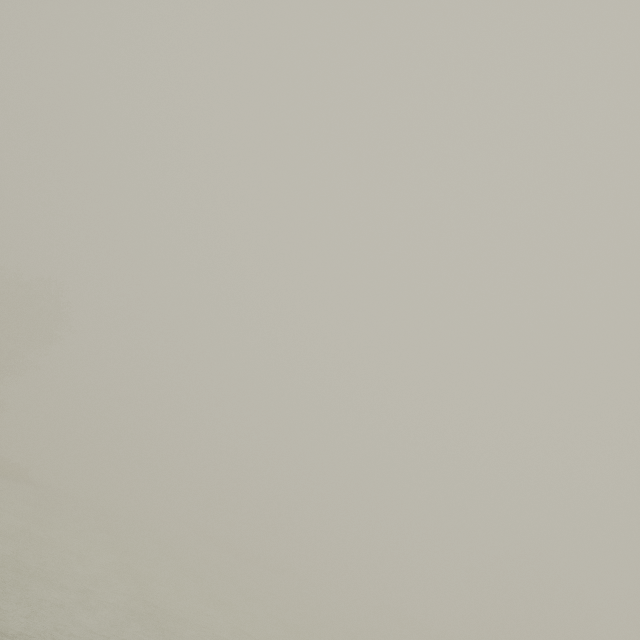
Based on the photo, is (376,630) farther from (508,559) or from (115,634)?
(115,634)
